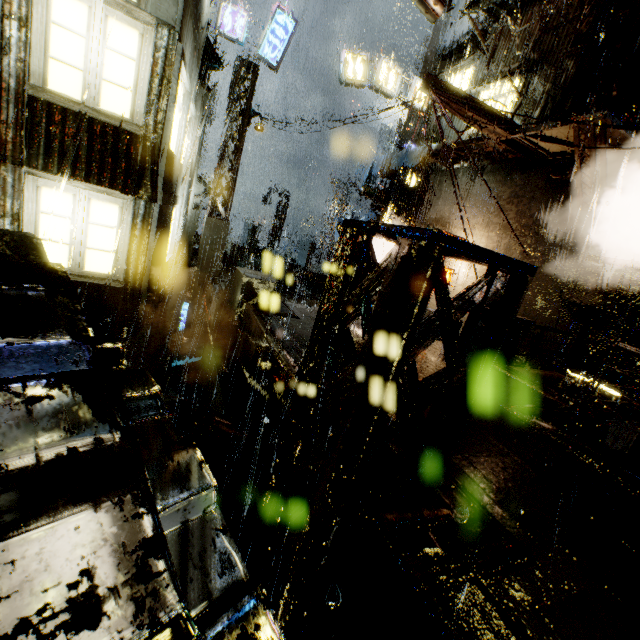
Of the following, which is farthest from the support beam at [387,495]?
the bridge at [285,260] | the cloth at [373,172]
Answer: the bridge at [285,260]

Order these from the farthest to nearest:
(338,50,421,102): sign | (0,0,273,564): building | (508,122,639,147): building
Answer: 1. (338,50,421,102): sign
2. (508,122,639,147): building
3. (0,0,273,564): building

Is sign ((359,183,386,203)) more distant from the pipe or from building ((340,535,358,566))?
the pipe

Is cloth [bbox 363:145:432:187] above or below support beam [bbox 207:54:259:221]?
below

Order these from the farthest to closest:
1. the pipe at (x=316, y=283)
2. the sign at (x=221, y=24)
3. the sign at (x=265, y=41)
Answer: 1. the pipe at (x=316, y=283)
2. the sign at (x=265, y=41)
3. the sign at (x=221, y=24)

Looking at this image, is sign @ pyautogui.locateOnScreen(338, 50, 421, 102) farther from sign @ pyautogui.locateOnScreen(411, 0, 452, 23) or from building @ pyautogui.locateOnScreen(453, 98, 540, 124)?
sign @ pyautogui.locateOnScreen(411, 0, 452, 23)

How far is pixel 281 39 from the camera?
15.1 meters

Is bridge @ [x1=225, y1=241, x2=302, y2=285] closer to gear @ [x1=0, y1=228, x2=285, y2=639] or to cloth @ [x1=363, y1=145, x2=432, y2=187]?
cloth @ [x1=363, y1=145, x2=432, y2=187]
